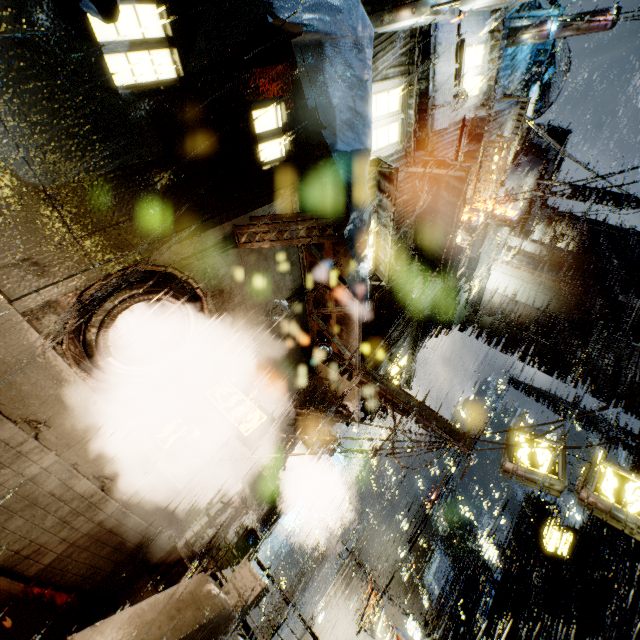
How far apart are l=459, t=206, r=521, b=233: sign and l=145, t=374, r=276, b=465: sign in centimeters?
1175cm

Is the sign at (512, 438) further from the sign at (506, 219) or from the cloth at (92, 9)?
the cloth at (92, 9)

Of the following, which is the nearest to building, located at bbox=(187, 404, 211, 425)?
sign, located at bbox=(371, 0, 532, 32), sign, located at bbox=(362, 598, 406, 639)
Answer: sign, located at bbox=(371, 0, 532, 32)

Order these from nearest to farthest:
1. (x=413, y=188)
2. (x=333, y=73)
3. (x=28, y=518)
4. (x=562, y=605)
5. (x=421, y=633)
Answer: (x=333, y=73) < (x=28, y=518) < (x=413, y=188) < (x=562, y=605) < (x=421, y=633)

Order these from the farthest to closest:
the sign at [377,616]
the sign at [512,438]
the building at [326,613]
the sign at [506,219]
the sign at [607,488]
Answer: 1. the building at [326,613]
2. the sign at [377,616]
3. the sign at [506,219]
4. the sign at [512,438]
5. the sign at [607,488]

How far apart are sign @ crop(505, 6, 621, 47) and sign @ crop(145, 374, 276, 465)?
16.29m

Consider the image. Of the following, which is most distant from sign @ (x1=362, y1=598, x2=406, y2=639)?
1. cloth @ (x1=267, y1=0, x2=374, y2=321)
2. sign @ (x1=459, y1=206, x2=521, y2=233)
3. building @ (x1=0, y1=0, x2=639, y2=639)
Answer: sign @ (x1=459, y1=206, x2=521, y2=233)

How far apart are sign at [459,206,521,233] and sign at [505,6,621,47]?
5.7m
